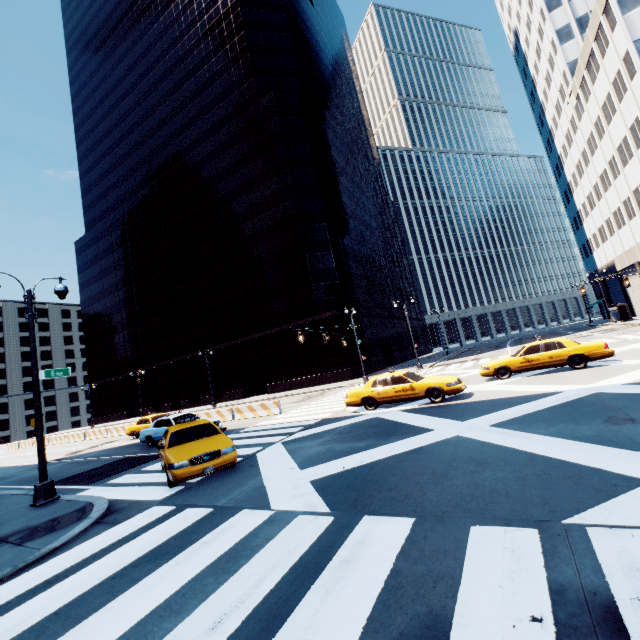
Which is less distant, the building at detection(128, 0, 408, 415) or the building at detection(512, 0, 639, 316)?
the building at detection(512, 0, 639, 316)

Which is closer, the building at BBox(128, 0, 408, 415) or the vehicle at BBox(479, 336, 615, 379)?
the vehicle at BBox(479, 336, 615, 379)

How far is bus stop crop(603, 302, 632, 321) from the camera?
38.8m

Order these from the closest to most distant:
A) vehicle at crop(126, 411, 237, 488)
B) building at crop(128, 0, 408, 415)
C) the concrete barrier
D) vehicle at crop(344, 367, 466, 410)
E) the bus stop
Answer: vehicle at crop(126, 411, 237, 488) < vehicle at crop(344, 367, 466, 410) < the concrete barrier < the bus stop < building at crop(128, 0, 408, 415)

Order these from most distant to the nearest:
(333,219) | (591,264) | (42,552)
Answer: (591,264) < (333,219) < (42,552)

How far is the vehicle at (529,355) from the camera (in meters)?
13.84

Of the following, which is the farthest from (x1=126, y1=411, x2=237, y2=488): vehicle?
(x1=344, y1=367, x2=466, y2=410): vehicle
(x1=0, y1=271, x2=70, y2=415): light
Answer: (x1=344, y1=367, x2=466, y2=410): vehicle

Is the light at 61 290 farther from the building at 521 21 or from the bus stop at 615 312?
the bus stop at 615 312
